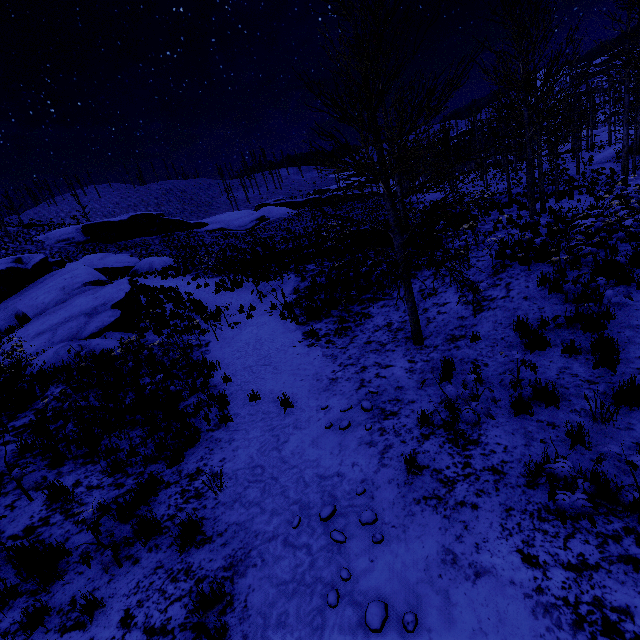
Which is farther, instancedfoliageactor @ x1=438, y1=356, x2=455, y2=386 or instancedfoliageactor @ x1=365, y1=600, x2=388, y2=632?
instancedfoliageactor @ x1=438, y1=356, x2=455, y2=386

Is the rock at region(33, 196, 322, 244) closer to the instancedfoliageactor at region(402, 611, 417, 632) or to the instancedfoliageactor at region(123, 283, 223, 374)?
the instancedfoliageactor at region(123, 283, 223, 374)

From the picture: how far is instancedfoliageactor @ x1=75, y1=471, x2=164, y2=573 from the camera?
3.7m

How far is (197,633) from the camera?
3.25m

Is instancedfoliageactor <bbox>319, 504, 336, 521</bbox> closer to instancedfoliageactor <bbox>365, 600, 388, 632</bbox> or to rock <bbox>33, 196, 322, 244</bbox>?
instancedfoliageactor <bbox>365, 600, 388, 632</bbox>

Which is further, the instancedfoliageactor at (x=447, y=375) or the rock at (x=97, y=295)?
the rock at (x=97, y=295)

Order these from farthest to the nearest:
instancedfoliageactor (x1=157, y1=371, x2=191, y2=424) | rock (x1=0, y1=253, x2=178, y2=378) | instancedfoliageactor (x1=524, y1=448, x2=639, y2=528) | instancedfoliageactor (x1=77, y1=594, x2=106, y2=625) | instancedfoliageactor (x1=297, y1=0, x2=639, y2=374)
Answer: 1. rock (x1=0, y1=253, x2=178, y2=378)
2. instancedfoliageactor (x1=157, y1=371, x2=191, y2=424)
3. instancedfoliageactor (x1=297, y1=0, x2=639, y2=374)
4. instancedfoliageactor (x1=77, y1=594, x2=106, y2=625)
5. instancedfoliageactor (x1=524, y1=448, x2=639, y2=528)

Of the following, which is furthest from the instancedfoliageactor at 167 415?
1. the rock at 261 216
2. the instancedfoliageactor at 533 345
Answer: the rock at 261 216
